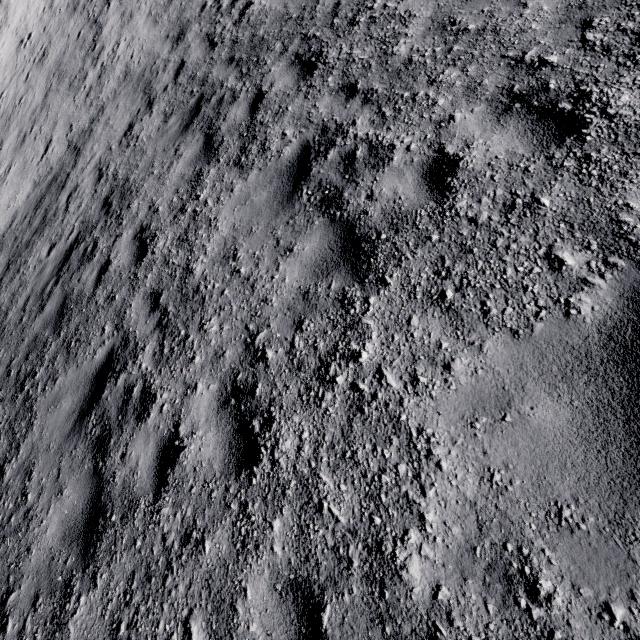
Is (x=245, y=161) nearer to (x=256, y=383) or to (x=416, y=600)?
(x=256, y=383)
